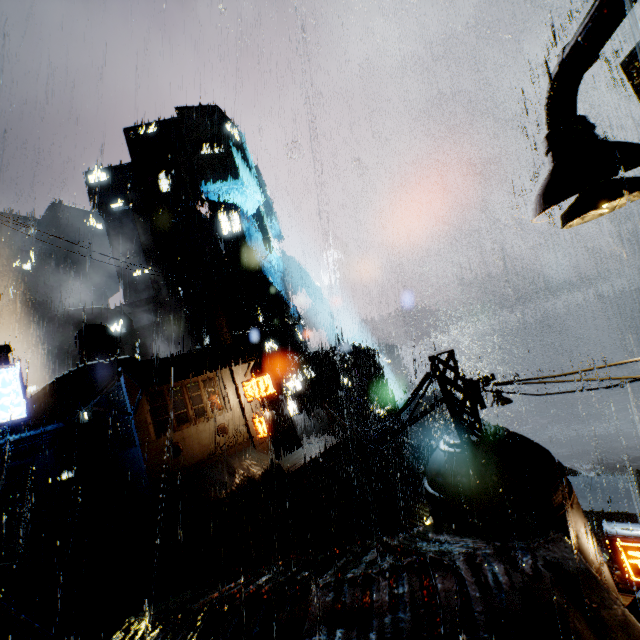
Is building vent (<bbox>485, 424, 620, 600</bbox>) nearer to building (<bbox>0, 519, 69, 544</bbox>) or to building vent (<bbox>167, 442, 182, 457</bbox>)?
building (<bbox>0, 519, 69, 544</bbox>)

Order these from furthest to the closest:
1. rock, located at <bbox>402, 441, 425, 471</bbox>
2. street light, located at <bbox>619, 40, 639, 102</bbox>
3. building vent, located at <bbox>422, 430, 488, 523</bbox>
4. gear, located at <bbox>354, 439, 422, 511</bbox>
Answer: rock, located at <bbox>402, 441, 425, 471</bbox> < gear, located at <bbox>354, 439, 422, 511</bbox> < building vent, located at <bbox>422, 430, 488, 523</bbox> < street light, located at <bbox>619, 40, 639, 102</bbox>

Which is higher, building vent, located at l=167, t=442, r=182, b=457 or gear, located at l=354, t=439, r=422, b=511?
building vent, located at l=167, t=442, r=182, b=457

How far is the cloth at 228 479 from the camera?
19.45m

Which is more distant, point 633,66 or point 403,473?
point 403,473

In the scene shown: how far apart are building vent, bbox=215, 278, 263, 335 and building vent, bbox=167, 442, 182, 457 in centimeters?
2658cm

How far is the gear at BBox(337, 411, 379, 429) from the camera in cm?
4144

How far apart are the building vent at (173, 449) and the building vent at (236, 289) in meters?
26.6
